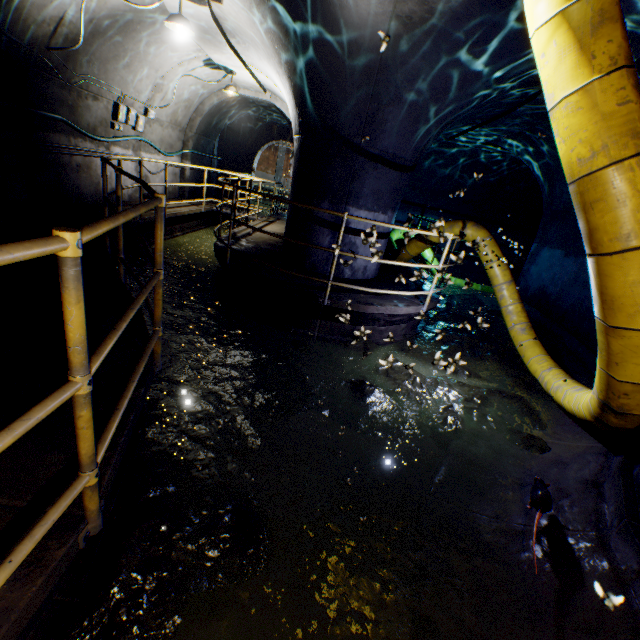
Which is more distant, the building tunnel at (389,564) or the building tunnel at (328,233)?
the building tunnel at (328,233)

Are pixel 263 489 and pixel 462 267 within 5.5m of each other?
no

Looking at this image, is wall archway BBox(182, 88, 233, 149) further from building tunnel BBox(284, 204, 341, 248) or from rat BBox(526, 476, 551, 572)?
rat BBox(526, 476, 551, 572)

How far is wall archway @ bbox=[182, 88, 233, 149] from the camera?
10.41m

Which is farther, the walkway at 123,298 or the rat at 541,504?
the rat at 541,504

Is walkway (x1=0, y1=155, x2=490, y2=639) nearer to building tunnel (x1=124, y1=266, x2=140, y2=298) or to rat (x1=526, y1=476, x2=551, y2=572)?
building tunnel (x1=124, y1=266, x2=140, y2=298)

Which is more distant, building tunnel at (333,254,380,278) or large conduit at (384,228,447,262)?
large conduit at (384,228,447,262)

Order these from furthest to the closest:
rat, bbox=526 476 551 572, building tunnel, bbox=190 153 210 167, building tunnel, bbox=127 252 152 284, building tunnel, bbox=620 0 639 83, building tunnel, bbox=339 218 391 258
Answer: Answer: building tunnel, bbox=190 153 210 167 < building tunnel, bbox=127 252 152 284 < building tunnel, bbox=620 0 639 83 < rat, bbox=526 476 551 572 < building tunnel, bbox=339 218 391 258
